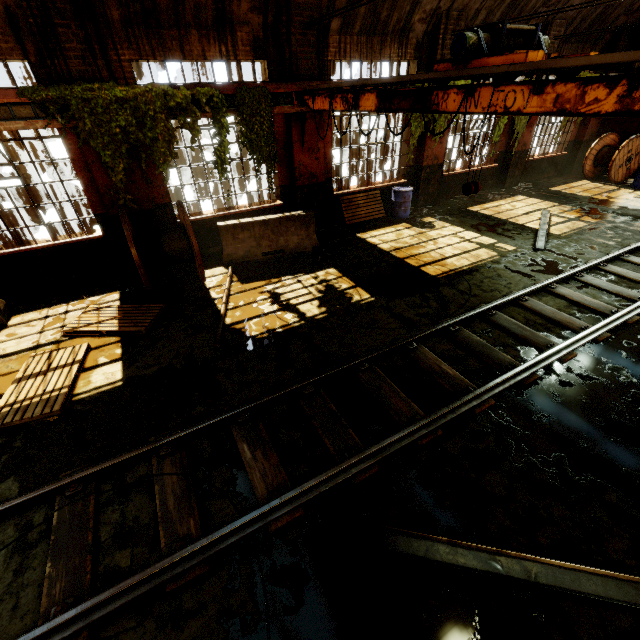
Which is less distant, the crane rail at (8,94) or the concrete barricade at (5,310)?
the crane rail at (8,94)

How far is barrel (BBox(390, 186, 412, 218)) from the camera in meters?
10.9 m

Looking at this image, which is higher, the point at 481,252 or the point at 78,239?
the point at 78,239

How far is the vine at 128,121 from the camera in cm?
625

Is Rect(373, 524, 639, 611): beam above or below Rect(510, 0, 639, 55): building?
below

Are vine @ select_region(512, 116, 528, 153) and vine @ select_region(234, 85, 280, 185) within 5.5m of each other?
no

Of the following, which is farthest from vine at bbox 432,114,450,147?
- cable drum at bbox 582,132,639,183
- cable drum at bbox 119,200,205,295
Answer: cable drum at bbox 582,132,639,183

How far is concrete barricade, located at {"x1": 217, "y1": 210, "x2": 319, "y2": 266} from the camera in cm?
846
